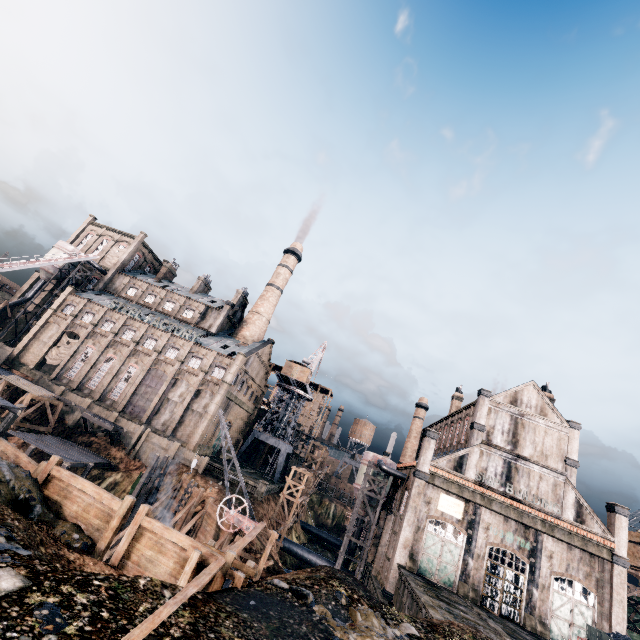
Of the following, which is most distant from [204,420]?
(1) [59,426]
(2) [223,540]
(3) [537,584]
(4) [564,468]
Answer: (4) [564,468]

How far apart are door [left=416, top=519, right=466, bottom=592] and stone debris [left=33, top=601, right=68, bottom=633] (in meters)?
33.55

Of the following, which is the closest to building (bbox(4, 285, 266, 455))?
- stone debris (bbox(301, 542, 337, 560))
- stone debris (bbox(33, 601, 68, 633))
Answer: stone debris (bbox(301, 542, 337, 560))

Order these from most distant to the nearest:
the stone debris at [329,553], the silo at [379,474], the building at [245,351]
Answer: the stone debris at [329,553]
the building at [245,351]
the silo at [379,474]

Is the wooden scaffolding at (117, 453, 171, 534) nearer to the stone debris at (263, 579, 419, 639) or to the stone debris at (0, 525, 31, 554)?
the stone debris at (0, 525, 31, 554)

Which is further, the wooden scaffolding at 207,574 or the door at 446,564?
the door at 446,564

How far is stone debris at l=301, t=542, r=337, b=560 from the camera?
55.34m

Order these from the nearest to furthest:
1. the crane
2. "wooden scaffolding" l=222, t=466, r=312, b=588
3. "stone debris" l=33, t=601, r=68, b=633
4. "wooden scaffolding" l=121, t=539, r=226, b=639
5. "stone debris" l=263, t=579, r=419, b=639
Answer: "stone debris" l=33, t=601, r=68, b=633 < "wooden scaffolding" l=121, t=539, r=226, b=639 < "stone debris" l=263, t=579, r=419, b=639 < "wooden scaffolding" l=222, t=466, r=312, b=588 < the crane
